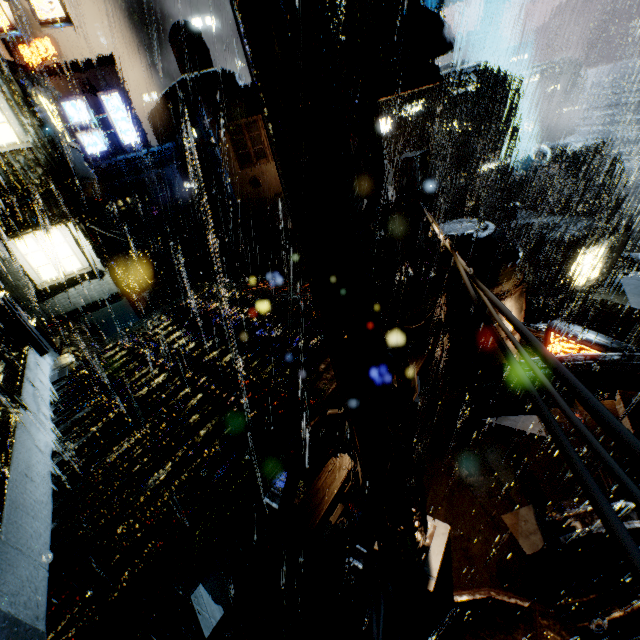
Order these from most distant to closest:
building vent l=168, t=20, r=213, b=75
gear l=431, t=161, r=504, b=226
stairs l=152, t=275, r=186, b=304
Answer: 1. gear l=431, t=161, r=504, b=226
2. building vent l=168, t=20, r=213, b=75
3. stairs l=152, t=275, r=186, b=304

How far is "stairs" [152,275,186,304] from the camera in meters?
24.2 m

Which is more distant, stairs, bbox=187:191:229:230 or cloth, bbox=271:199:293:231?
stairs, bbox=187:191:229:230

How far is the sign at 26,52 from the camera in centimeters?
3159cm

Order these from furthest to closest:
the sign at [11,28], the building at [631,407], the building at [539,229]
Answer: the building at [539,229]
the sign at [11,28]
the building at [631,407]

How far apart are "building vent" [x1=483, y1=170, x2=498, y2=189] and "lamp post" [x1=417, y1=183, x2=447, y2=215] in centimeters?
Answer: 4526cm

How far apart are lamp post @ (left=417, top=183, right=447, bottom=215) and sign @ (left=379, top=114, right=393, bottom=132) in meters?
27.1

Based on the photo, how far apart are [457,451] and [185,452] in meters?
12.2 m
